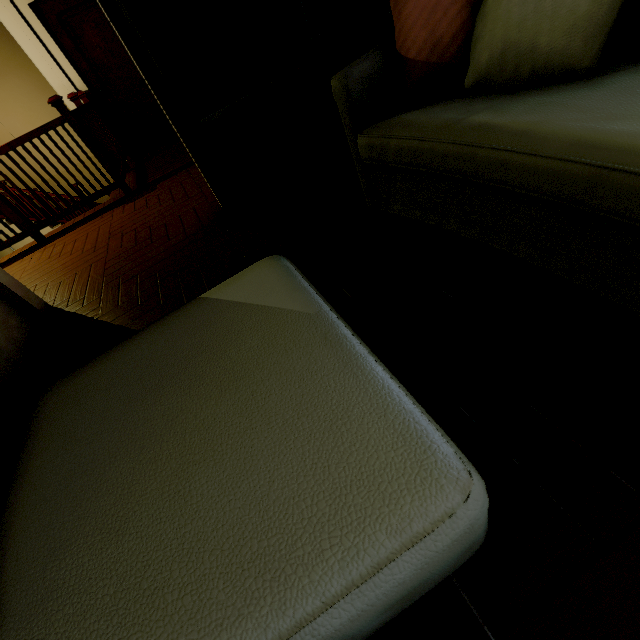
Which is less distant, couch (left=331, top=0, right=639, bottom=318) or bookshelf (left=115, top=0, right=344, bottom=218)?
couch (left=331, top=0, right=639, bottom=318)

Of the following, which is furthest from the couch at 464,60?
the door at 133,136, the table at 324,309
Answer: the door at 133,136

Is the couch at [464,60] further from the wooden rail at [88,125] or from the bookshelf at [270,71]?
the wooden rail at [88,125]

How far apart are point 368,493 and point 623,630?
0.54m

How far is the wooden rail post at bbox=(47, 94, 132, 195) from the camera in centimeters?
334cm

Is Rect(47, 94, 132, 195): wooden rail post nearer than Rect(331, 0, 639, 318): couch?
No

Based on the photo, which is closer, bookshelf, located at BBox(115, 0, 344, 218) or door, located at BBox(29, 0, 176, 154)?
bookshelf, located at BBox(115, 0, 344, 218)

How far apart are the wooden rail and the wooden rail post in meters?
0.0
